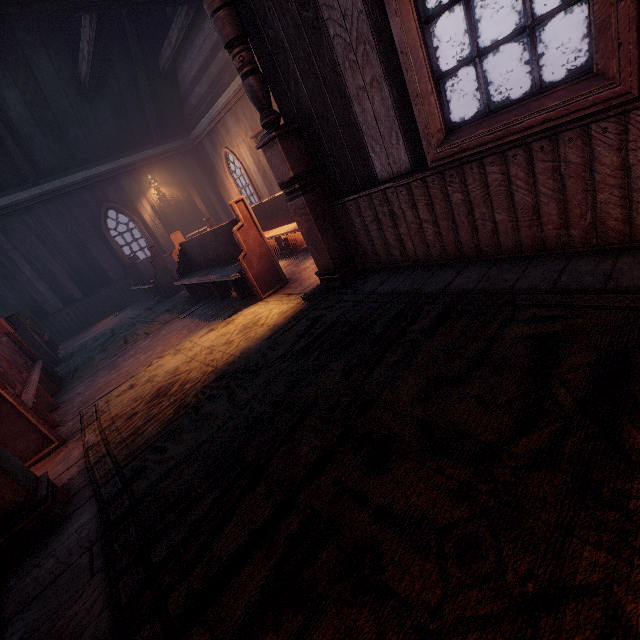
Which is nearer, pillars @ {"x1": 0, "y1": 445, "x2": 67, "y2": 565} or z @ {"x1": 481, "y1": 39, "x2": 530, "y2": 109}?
pillars @ {"x1": 0, "y1": 445, "x2": 67, "y2": 565}

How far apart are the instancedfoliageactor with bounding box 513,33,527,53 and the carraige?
36.3 meters

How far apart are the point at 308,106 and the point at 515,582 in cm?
362

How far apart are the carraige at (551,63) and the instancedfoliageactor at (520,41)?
36.3 meters

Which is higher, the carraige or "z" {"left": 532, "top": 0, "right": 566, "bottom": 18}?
"z" {"left": 532, "top": 0, "right": 566, "bottom": 18}

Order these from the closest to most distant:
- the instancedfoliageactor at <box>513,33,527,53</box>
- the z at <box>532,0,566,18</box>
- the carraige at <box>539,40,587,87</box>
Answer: the carraige at <box>539,40,587,87</box>, the instancedfoliageactor at <box>513,33,527,53</box>, the z at <box>532,0,566,18</box>

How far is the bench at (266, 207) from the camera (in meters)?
4.27

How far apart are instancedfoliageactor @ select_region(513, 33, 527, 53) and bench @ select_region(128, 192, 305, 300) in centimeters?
6469cm
